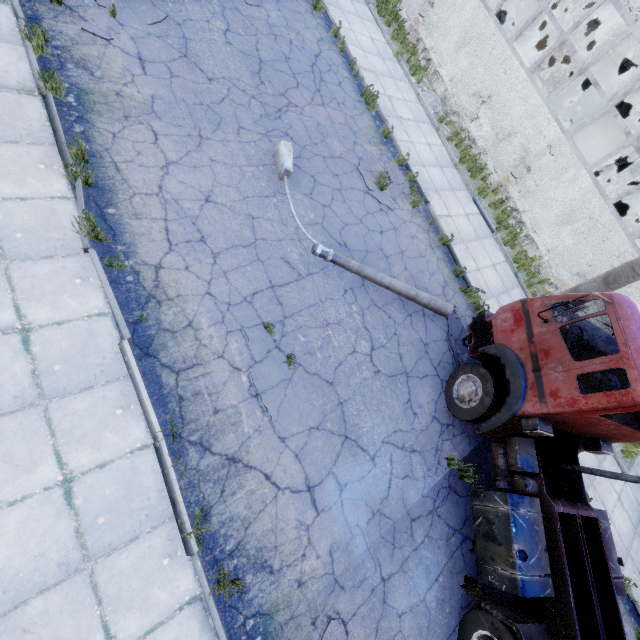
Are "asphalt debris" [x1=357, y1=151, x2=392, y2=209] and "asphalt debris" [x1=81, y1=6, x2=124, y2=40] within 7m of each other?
yes

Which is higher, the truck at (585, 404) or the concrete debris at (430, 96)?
the truck at (585, 404)

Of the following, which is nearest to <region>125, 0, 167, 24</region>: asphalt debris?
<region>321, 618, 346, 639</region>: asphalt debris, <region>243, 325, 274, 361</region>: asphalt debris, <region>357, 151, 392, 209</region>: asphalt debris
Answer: <region>357, 151, 392, 209</region>: asphalt debris

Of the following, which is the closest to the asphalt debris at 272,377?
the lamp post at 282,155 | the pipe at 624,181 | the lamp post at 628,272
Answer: the lamp post at 282,155

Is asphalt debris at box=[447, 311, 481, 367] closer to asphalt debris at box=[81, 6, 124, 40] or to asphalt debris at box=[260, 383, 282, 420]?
asphalt debris at box=[260, 383, 282, 420]

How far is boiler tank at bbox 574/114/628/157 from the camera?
14.52m

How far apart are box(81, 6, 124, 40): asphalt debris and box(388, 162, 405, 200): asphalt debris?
5.84m

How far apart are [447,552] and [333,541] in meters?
2.6 m
